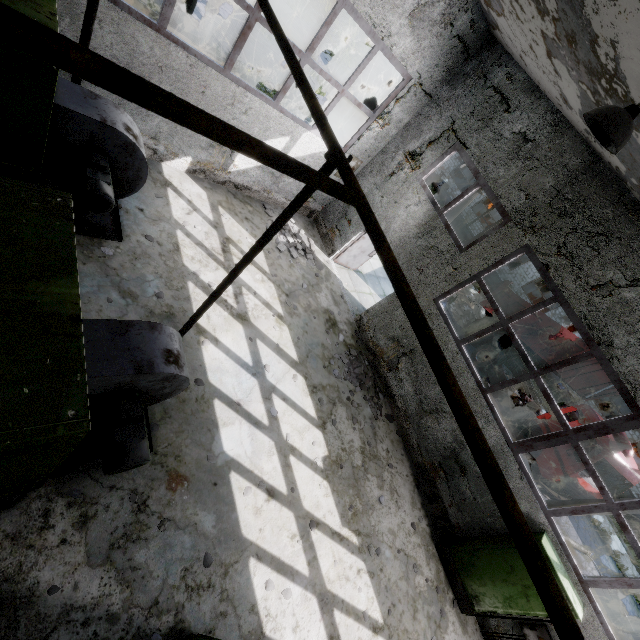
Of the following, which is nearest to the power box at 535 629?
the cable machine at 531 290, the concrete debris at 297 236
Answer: the concrete debris at 297 236

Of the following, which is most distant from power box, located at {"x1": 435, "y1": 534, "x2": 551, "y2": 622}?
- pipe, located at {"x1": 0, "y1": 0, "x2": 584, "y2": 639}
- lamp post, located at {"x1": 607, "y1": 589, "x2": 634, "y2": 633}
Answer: pipe, located at {"x1": 0, "y1": 0, "x2": 584, "y2": 639}

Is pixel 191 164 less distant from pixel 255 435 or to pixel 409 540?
pixel 255 435

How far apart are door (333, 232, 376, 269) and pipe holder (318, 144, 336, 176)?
6.9 meters

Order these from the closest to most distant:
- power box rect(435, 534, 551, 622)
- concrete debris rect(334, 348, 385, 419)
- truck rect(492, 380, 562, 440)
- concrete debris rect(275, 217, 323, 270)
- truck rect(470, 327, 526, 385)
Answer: power box rect(435, 534, 551, 622) < concrete debris rect(334, 348, 385, 419) < concrete debris rect(275, 217, 323, 270) < truck rect(492, 380, 562, 440) < truck rect(470, 327, 526, 385)

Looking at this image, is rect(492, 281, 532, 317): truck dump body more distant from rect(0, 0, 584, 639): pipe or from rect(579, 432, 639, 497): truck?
rect(0, 0, 584, 639): pipe

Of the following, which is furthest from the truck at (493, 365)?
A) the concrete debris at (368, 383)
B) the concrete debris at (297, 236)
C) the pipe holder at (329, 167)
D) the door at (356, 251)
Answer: the pipe holder at (329, 167)

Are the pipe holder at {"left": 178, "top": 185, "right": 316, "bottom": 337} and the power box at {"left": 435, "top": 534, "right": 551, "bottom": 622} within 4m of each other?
no
